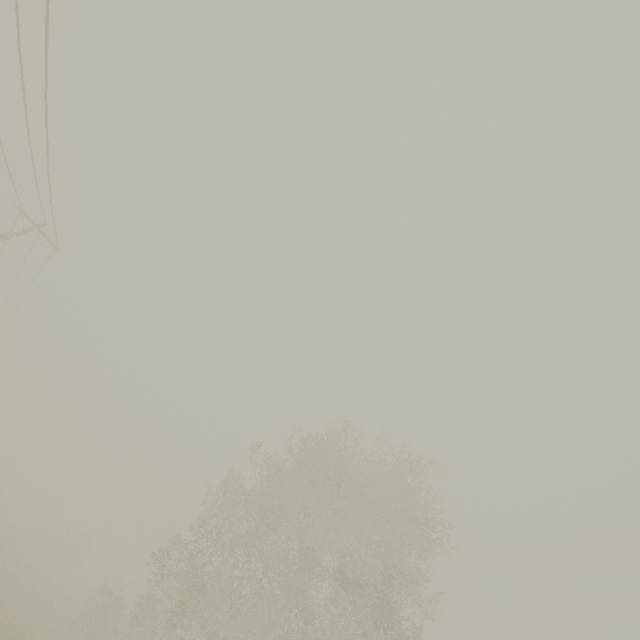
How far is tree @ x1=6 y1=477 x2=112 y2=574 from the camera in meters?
32.3 m

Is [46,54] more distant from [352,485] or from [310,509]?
[352,485]

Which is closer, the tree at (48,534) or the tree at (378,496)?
the tree at (378,496)

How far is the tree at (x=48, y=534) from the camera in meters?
32.3

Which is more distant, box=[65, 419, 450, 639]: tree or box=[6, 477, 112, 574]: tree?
box=[6, 477, 112, 574]: tree
